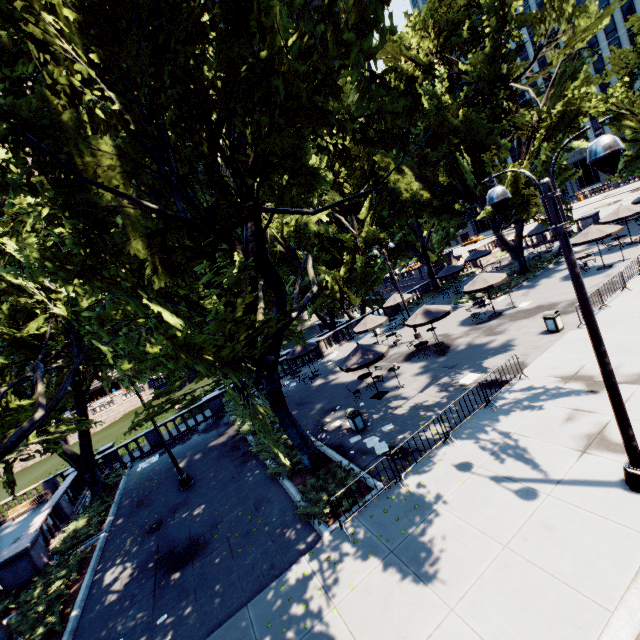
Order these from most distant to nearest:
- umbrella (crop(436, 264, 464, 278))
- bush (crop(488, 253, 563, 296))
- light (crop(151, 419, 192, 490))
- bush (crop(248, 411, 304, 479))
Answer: umbrella (crop(436, 264, 464, 278)), bush (crop(488, 253, 563, 296)), light (crop(151, 419, 192, 490)), bush (crop(248, 411, 304, 479))

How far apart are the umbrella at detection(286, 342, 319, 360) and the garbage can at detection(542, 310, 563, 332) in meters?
14.4

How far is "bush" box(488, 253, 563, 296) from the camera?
25.73m

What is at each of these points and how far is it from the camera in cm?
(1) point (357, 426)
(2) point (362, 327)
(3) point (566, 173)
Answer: (1) garbage can, 1425
(2) umbrella, 2334
(3) tree, 2234

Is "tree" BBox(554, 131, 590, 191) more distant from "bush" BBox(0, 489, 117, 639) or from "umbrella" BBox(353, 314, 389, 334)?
"umbrella" BBox(353, 314, 389, 334)

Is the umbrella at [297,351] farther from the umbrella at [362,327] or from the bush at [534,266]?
the bush at [534,266]

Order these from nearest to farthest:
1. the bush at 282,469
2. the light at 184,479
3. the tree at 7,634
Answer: the tree at 7,634, the bush at 282,469, the light at 184,479

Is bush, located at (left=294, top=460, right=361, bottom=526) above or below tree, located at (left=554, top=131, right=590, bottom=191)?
below
